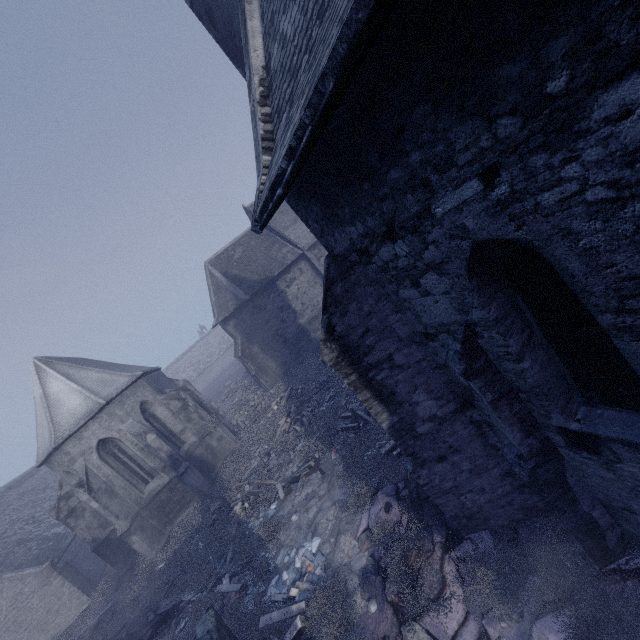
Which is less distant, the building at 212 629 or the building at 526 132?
the building at 526 132

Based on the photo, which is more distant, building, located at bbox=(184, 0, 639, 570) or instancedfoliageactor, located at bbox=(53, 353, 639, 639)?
instancedfoliageactor, located at bbox=(53, 353, 639, 639)

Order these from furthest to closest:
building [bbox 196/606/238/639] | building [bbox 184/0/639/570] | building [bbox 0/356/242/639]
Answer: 1. building [bbox 0/356/242/639]
2. building [bbox 196/606/238/639]
3. building [bbox 184/0/639/570]

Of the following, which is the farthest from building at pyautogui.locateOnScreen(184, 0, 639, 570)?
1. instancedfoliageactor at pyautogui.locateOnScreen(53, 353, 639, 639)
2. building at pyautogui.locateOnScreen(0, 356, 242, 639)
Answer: building at pyautogui.locateOnScreen(0, 356, 242, 639)

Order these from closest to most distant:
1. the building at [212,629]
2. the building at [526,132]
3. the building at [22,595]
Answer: the building at [526,132] → the building at [212,629] → the building at [22,595]

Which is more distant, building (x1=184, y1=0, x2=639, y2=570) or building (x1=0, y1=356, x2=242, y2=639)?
building (x1=0, y1=356, x2=242, y2=639)

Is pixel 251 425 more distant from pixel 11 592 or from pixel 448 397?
pixel 448 397
